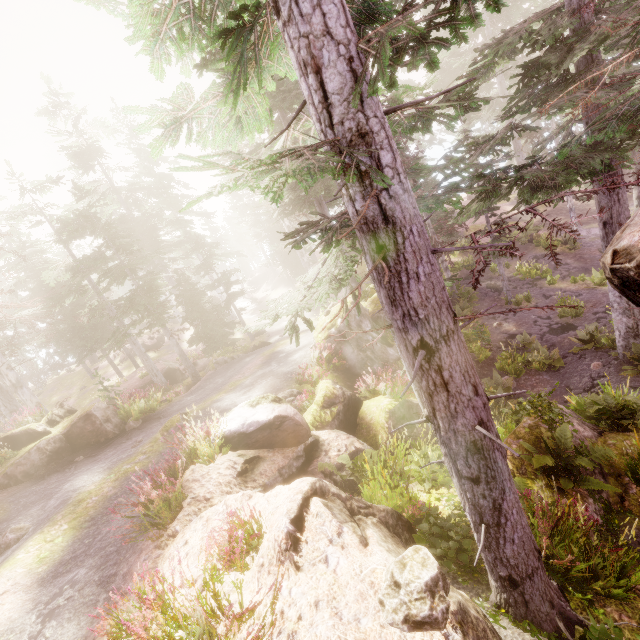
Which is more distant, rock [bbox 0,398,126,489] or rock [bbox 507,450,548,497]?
rock [bbox 0,398,126,489]

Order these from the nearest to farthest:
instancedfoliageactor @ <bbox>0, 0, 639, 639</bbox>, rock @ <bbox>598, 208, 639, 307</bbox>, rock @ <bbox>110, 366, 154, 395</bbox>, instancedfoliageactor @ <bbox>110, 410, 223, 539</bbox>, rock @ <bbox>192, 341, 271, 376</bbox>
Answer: instancedfoliageactor @ <bbox>0, 0, 639, 639</bbox>
rock @ <bbox>598, 208, 639, 307</bbox>
instancedfoliageactor @ <bbox>110, 410, 223, 539</bbox>
rock @ <bbox>192, 341, 271, 376</bbox>
rock @ <bbox>110, 366, 154, 395</bbox>

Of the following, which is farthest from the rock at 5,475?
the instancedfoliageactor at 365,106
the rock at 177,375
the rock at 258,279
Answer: the rock at 258,279

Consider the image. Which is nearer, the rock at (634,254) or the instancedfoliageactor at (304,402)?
the rock at (634,254)

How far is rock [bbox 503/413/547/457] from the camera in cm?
741

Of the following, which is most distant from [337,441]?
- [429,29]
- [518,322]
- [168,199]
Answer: [168,199]

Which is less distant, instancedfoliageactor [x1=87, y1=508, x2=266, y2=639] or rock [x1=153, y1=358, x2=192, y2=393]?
instancedfoliageactor [x1=87, y1=508, x2=266, y2=639]
